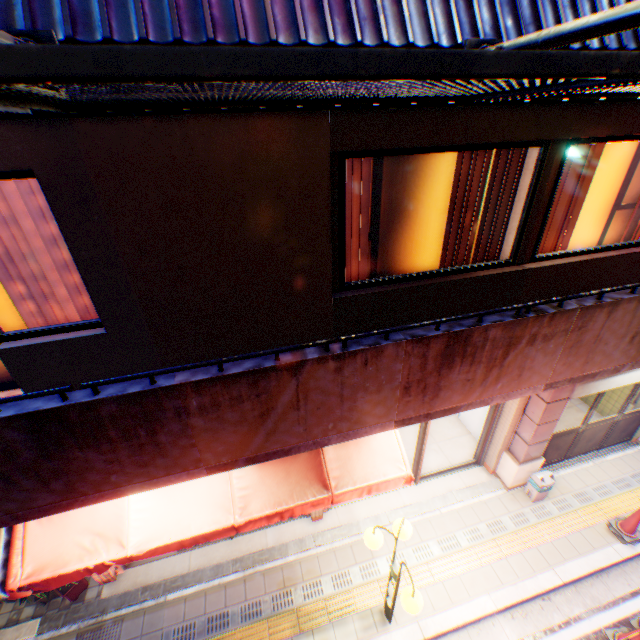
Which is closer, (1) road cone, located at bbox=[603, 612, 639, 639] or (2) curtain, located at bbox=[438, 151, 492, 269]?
(2) curtain, located at bbox=[438, 151, 492, 269]

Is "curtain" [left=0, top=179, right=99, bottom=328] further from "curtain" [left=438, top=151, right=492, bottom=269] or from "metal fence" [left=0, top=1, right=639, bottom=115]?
"curtain" [left=438, top=151, right=492, bottom=269]

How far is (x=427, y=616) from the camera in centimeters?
538cm

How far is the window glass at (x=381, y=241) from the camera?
4.14m

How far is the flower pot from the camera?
5.53m

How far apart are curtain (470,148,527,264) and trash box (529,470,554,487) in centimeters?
490cm

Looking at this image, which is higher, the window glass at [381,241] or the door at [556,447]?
the window glass at [381,241]

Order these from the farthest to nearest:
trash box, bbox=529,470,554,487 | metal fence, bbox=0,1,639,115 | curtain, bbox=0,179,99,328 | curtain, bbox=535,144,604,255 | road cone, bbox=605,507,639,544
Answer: trash box, bbox=529,470,554,487 < road cone, bbox=605,507,639,544 < curtain, bbox=535,144,604,255 < curtain, bbox=0,179,99,328 < metal fence, bbox=0,1,639,115
